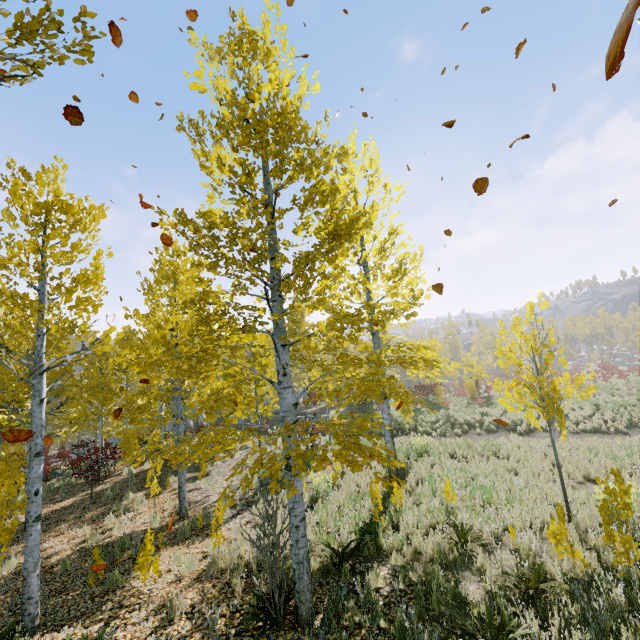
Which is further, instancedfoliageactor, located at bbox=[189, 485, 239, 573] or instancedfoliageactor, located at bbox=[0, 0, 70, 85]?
instancedfoliageactor, located at bbox=[189, 485, 239, 573]

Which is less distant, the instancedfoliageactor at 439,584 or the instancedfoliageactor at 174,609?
the instancedfoliageactor at 439,584

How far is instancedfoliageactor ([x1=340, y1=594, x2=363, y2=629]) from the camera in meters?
4.7 m

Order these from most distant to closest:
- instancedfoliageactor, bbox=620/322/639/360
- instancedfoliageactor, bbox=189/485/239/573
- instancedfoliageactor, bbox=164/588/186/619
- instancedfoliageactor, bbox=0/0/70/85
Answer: instancedfoliageactor, bbox=620/322/639/360, instancedfoliageactor, bbox=164/588/186/619, instancedfoliageactor, bbox=189/485/239/573, instancedfoliageactor, bbox=0/0/70/85

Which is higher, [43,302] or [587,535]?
[43,302]

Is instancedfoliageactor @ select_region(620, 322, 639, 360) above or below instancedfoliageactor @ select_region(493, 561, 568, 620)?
above

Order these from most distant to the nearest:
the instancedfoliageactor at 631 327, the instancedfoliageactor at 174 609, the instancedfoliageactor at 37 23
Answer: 1. the instancedfoliageactor at 631 327
2. the instancedfoliageactor at 174 609
3. the instancedfoliageactor at 37 23
